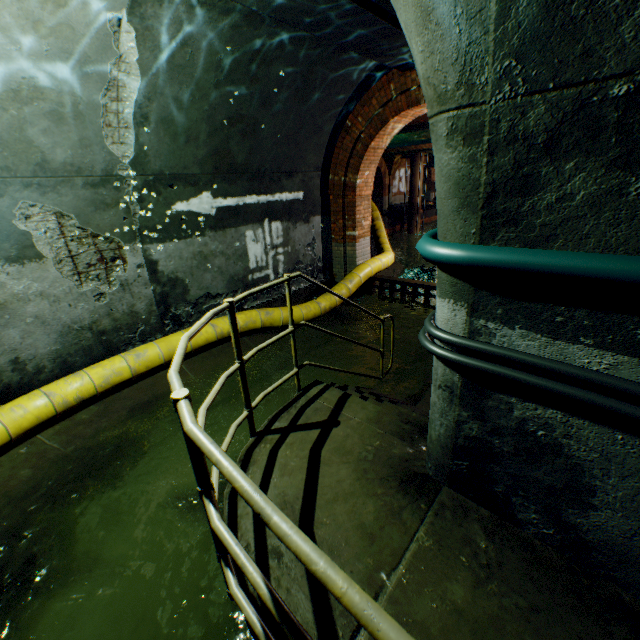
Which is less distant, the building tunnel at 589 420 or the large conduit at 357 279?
the building tunnel at 589 420

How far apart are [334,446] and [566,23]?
2.6m

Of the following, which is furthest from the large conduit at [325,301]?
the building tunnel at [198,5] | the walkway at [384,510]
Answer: the walkway at [384,510]

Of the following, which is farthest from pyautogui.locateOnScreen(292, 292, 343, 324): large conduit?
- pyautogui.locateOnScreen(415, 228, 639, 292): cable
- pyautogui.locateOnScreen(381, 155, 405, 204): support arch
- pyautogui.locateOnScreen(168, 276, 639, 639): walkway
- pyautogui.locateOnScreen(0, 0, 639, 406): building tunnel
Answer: pyautogui.locateOnScreen(381, 155, 405, 204): support arch

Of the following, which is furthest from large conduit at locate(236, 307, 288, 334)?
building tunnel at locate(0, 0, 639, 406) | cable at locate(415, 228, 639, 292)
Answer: cable at locate(415, 228, 639, 292)

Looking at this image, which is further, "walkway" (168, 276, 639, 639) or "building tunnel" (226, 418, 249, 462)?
"building tunnel" (226, 418, 249, 462)

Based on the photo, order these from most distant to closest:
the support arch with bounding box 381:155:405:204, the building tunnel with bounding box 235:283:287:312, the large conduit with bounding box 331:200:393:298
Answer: the support arch with bounding box 381:155:405:204 → the large conduit with bounding box 331:200:393:298 → the building tunnel with bounding box 235:283:287:312

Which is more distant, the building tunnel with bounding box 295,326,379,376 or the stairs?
the building tunnel with bounding box 295,326,379,376
